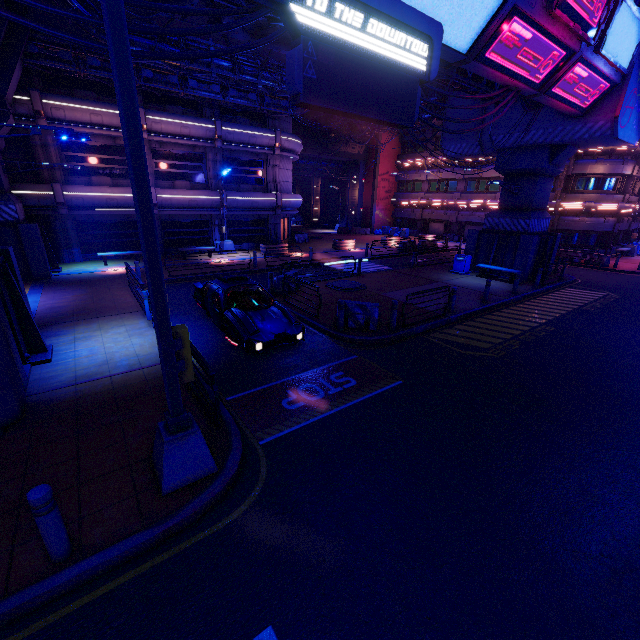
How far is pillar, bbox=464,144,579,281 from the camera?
18.0 meters

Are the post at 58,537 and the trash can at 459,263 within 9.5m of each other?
no

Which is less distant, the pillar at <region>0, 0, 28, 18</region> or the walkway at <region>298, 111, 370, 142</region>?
the pillar at <region>0, 0, 28, 18</region>

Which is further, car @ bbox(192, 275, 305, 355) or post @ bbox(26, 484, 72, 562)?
car @ bbox(192, 275, 305, 355)

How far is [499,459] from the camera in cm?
601

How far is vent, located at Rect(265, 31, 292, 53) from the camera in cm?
1612

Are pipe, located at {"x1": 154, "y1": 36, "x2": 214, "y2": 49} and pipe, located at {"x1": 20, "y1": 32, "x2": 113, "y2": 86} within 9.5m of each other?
yes

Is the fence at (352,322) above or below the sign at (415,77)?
below
